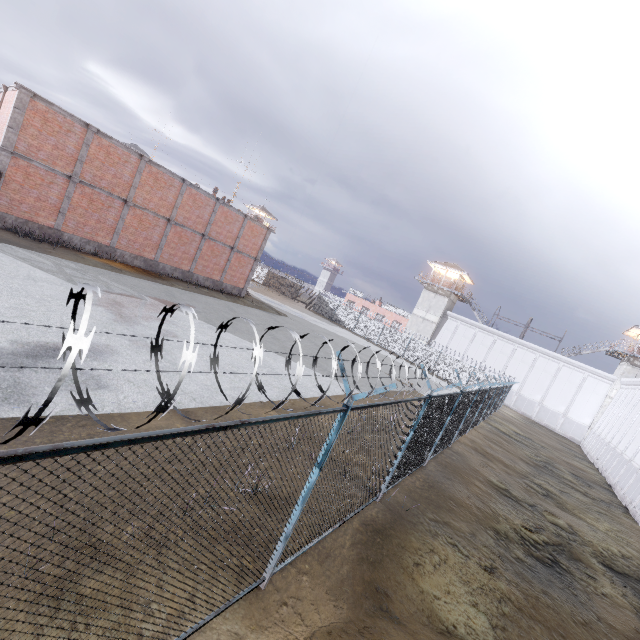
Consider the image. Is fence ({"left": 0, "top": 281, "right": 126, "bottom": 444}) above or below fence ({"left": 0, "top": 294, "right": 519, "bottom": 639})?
above

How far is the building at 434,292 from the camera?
46.22m

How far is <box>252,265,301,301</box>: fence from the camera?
52.5m

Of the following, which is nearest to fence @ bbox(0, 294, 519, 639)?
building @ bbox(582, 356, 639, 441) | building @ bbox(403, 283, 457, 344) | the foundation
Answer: building @ bbox(403, 283, 457, 344)

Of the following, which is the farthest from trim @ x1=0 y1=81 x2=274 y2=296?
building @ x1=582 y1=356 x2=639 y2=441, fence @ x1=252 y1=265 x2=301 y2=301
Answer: building @ x1=582 y1=356 x2=639 y2=441

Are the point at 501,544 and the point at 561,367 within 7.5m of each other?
no

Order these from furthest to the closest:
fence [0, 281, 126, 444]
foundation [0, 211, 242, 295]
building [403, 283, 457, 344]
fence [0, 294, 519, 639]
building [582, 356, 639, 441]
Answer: building [403, 283, 457, 344]
building [582, 356, 639, 441]
foundation [0, 211, 242, 295]
fence [0, 294, 519, 639]
fence [0, 281, 126, 444]

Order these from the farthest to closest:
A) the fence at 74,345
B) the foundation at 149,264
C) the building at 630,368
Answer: the building at 630,368, the foundation at 149,264, the fence at 74,345
